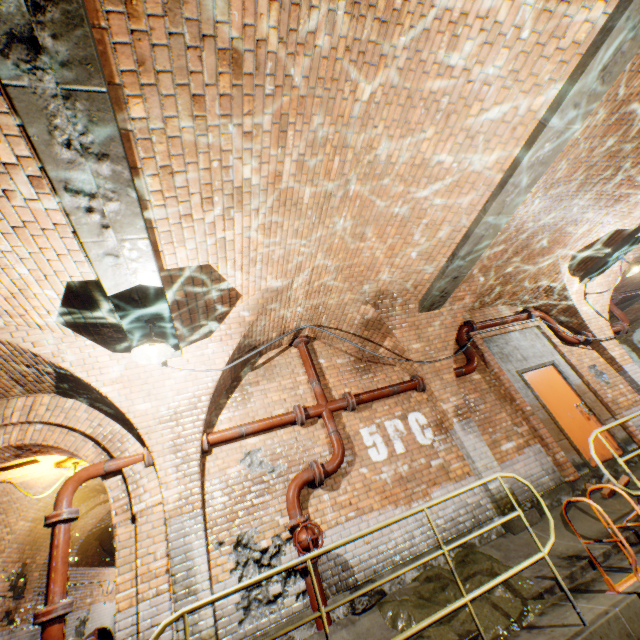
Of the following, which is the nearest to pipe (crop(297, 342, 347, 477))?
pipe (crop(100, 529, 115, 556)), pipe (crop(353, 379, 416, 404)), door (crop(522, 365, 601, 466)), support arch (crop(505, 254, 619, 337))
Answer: pipe (crop(353, 379, 416, 404))

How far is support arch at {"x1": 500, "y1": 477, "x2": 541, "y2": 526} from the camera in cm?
523

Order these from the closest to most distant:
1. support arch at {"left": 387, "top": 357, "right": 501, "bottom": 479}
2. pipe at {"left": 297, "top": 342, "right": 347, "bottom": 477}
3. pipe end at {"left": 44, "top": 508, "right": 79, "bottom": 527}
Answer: pipe end at {"left": 44, "top": 508, "right": 79, "bottom": 527} → pipe at {"left": 297, "top": 342, "right": 347, "bottom": 477} → support arch at {"left": 387, "top": 357, "right": 501, "bottom": 479}

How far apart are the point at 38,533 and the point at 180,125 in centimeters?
1121cm

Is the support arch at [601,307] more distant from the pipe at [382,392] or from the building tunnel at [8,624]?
the building tunnel at [8,624]

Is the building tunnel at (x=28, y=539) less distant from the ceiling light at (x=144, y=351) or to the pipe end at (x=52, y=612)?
the pipe end at (x=52, y=612)

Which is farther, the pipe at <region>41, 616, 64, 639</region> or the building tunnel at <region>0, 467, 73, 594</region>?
the building tunnel at <region>0, 467, 73, 594</region>

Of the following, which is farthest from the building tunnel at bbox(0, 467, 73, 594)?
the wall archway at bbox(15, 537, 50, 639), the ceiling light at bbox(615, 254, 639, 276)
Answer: the ceiling light at bbox(615, 254, 639, 276)
